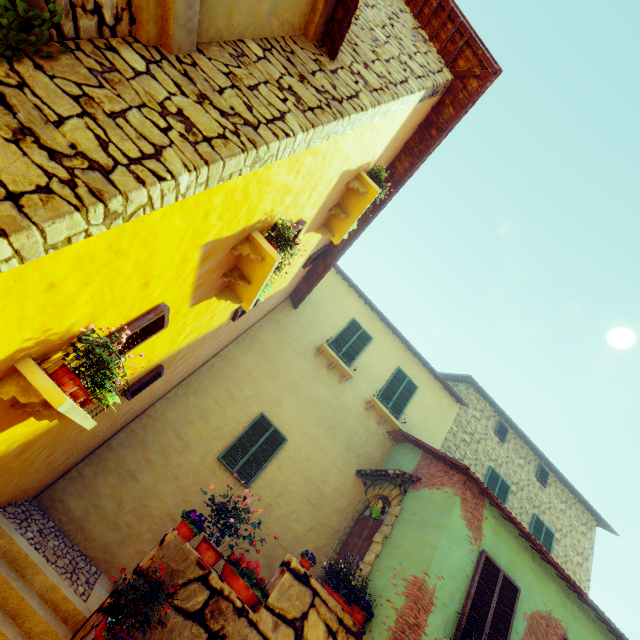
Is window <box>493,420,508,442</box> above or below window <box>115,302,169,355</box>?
above

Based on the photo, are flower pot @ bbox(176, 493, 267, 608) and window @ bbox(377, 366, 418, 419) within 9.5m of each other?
yes

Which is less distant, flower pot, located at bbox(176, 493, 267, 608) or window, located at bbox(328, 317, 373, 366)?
flower pot, located at bbox(176, 493, 267, 608)

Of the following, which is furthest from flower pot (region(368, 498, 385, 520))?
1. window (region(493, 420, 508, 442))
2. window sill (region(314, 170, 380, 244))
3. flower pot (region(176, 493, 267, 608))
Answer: window (region(493, 420, 508, 442))

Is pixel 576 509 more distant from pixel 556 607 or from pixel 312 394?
pixel 312 394

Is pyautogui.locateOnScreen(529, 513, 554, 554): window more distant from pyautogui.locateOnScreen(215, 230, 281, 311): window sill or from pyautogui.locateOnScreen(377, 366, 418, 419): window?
pyautogui.locateOnScreen(215, 230, 281, 311): window sill

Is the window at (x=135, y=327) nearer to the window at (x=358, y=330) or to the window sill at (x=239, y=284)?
the window sill at (x=239, y=284)

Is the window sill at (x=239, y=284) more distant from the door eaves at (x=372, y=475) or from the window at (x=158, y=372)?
the door eaves at (x=372, y=475)
